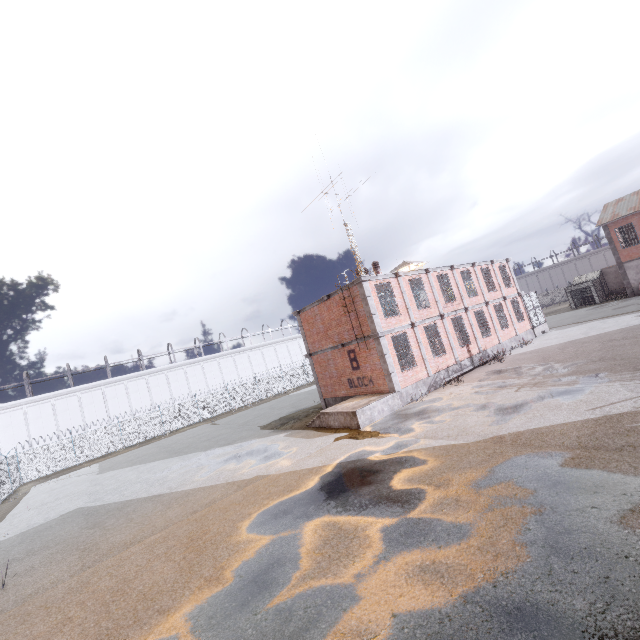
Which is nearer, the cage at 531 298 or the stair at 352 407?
the stair at 352 407

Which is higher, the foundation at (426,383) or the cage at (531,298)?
the cage at (531,298)

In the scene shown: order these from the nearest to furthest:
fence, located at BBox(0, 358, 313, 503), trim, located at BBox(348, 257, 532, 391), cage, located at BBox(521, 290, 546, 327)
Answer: trim, located at BBox(348, 257, 532, 391) < cage, located at BBox(521, 290, 546, 327) < fence, located at BBox(0, 358, 313, 503)

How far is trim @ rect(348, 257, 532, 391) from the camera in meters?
16.9

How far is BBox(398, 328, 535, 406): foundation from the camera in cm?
1717

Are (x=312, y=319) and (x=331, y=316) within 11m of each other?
yes

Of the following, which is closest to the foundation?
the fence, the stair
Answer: the stair

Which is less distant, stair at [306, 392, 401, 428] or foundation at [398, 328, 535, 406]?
stair at [306, 392, 401, 428]
